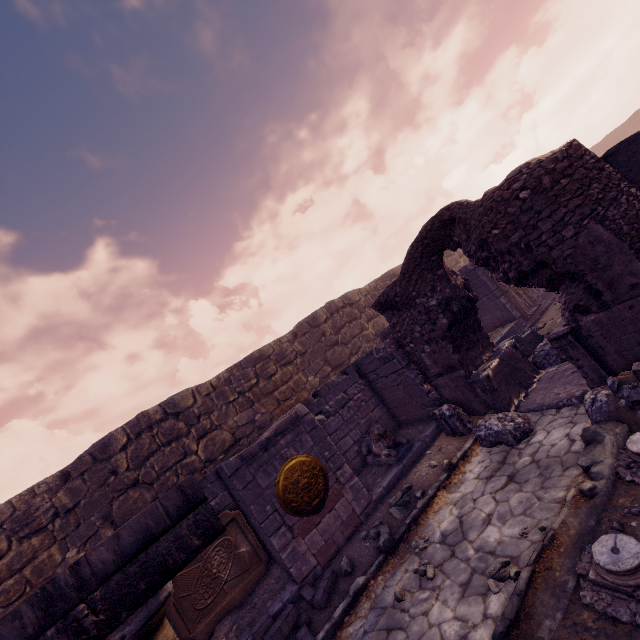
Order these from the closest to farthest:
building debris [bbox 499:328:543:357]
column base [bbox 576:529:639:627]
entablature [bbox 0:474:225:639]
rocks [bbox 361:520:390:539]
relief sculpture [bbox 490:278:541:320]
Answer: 1. entablature [bbox 0:474:225:639]
2. column base [bbox 576:529:639:627]
3. rocks [bbox 361:520:390:539]
4. building debris [bbox 499:328:543:357]
5. relief sculpture [bbox 490:278:541:320]

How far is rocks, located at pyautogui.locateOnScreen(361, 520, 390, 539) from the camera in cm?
540

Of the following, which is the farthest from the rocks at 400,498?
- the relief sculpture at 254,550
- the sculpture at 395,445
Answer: the relief sculpture at 254,550

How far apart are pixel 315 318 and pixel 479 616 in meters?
10.5 m

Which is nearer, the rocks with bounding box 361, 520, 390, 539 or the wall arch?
the wall arch

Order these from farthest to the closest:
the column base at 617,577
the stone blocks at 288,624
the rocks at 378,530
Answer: the rocks at 378,530 → the stone blocks at 288,624 → the column base at 617,577

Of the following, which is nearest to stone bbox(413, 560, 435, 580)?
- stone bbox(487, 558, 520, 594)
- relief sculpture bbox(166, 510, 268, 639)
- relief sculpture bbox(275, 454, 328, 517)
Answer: stone bbox(487, 558, 520, 594)

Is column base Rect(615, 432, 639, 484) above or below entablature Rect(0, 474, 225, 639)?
below
